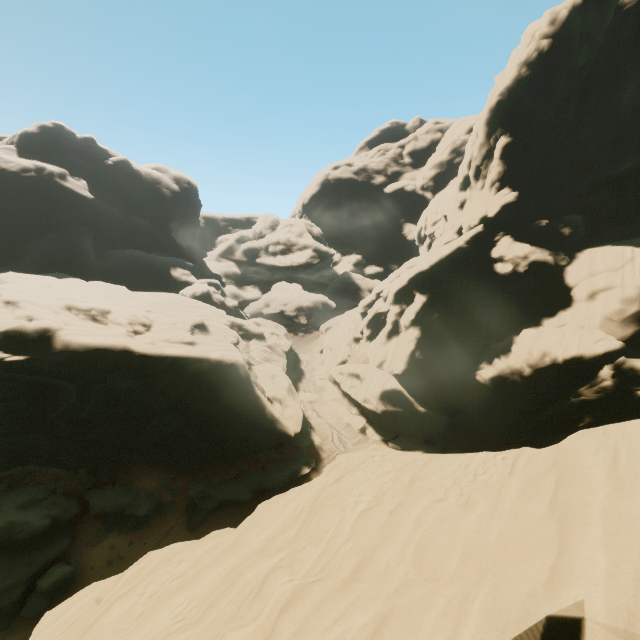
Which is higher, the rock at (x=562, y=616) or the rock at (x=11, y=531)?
the rock at (x=562, y=616)

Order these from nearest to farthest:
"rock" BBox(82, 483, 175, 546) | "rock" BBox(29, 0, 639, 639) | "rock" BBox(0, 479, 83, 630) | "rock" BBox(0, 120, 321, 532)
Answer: "rock" BBox(29, 0, 639, 639) → "rock" BBox(0, 479, 83, 630) → "rock" BBox(0, 120, 321, 532) → "rock" BBox(82, 483, 175, 546)

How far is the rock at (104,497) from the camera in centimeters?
2253cm

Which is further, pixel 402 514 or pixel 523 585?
pixel 402 514

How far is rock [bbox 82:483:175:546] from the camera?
22.5 meters

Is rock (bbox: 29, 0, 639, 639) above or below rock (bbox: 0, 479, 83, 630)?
above

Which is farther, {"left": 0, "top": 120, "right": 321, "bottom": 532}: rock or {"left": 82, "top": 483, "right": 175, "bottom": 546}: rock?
{"left": 82, "top": 483, "right": 175, "bottom": 546}: rock
